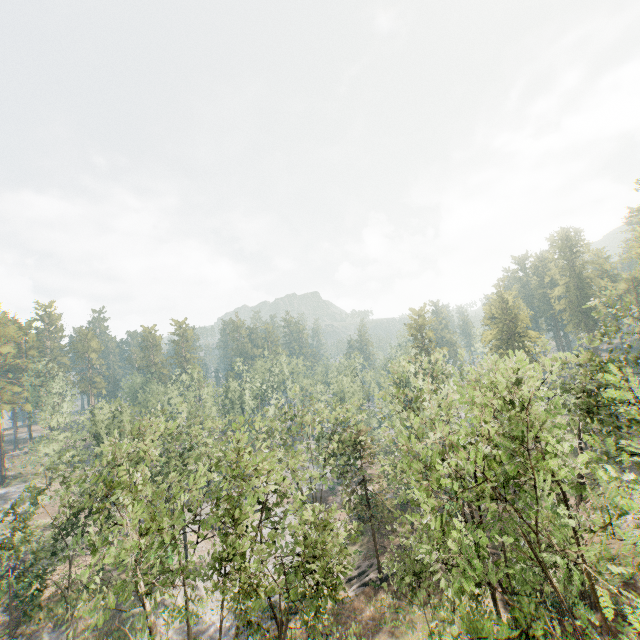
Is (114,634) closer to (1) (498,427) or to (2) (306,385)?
(2) (306,385)

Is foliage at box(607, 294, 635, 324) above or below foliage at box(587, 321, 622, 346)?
above

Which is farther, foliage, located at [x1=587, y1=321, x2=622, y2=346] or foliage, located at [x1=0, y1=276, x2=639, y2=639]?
foliage, located at [x1=587, y1=321, x2=622, y2=346]

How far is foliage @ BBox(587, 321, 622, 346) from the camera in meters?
22.7

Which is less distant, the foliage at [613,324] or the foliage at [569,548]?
the foliage at [569,548]

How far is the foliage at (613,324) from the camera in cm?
2270
